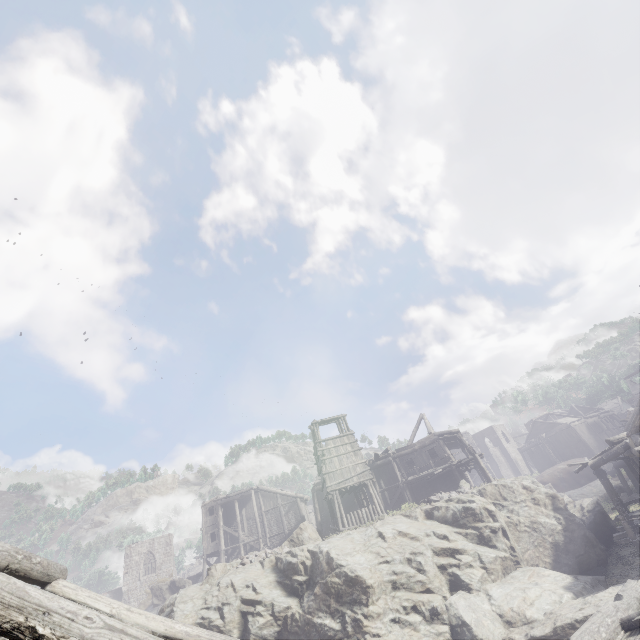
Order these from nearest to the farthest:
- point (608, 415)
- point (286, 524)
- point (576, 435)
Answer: point (286, 524) < point (576, 435) < point (608, 415)

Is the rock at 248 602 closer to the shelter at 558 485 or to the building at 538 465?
the building at 538 465

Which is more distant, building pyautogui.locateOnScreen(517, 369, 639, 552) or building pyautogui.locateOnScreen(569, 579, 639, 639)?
building pyautogui.locateOnScreen(517, 369, 639, 552)

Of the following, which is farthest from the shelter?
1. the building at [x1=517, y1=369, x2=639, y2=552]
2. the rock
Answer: the building at [x1=517, y1=369, x2=639, y2=552]

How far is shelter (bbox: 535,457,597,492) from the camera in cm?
3750

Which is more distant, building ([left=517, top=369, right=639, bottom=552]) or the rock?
building ([left=517, top=369, right=639, bottom=552])

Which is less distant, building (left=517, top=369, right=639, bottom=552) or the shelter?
building (left=517, top=369, right=639, bottom=552)

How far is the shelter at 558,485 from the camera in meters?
37.5 m
